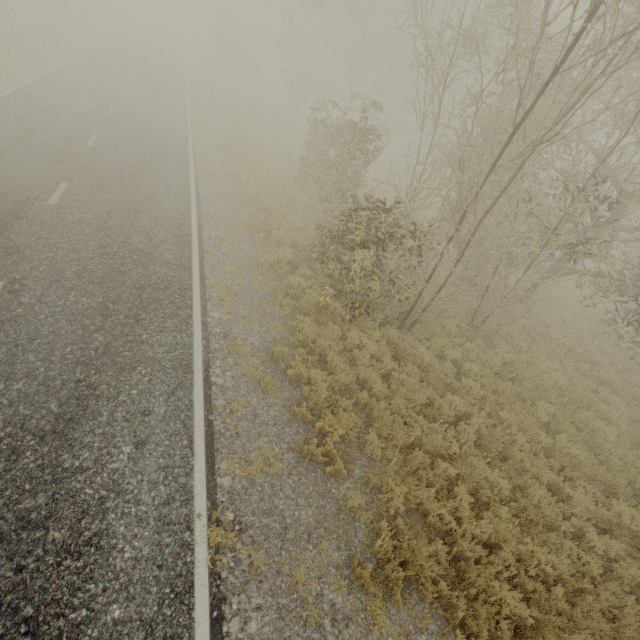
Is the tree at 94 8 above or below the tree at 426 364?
above

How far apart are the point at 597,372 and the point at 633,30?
11.8m

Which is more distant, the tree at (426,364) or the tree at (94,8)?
the tree at (94,8)

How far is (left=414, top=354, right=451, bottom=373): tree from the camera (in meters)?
8.97

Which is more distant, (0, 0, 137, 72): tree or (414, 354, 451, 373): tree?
(0, 0, 137, 72): tree

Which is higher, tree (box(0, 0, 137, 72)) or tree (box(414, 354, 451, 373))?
tree (box(0, 0, 137, 72))
